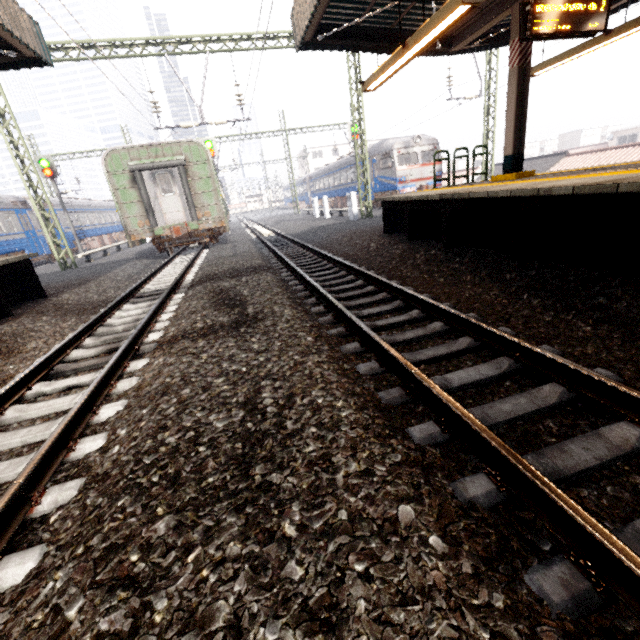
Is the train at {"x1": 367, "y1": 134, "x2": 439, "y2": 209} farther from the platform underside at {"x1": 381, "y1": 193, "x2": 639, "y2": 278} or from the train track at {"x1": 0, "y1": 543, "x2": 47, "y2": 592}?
the train track at {"x1": 0, "y1": 543, "x2": 47, "y2": 592}

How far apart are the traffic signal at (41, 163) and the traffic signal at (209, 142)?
8.4 meters

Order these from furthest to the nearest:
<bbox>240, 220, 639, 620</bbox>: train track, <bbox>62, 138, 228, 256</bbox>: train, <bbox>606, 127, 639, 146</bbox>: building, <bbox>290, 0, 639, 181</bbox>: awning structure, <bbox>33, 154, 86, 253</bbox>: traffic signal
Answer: <bbox>606, 127, 639, 146</bbox>: building < <bbox>33, 154, 86, 253</bbox>: traffic signal < <bbox>62, 138, 228, 256</bbox>: train < <bbox>290, 0, 639, 181</bbox>: awning structure < <bbox>240, 220, 639, 620</bbox>: train track

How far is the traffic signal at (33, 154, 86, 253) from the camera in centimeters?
1850cm

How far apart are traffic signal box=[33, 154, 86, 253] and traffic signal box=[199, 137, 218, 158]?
8.4 meters

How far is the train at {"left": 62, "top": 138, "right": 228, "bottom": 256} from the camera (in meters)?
12.63

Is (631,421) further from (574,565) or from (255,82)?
(255,82)

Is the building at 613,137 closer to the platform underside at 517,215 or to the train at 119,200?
the platform underside at 517,215
